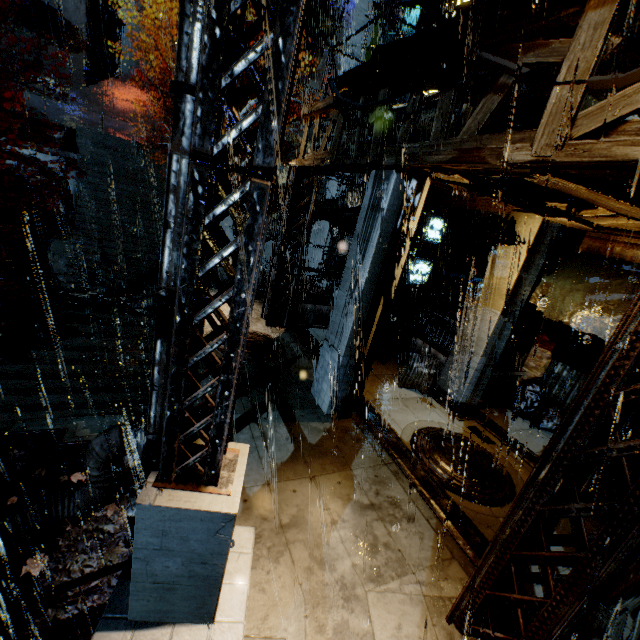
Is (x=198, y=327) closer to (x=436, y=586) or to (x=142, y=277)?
(x=436, y=586)

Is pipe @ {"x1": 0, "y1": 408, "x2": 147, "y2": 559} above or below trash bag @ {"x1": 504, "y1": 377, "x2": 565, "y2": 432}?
below

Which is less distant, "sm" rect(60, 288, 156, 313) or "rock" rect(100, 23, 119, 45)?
"sm" rect(60, 288, 156, 313)

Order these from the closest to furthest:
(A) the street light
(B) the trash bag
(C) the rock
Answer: (A) the street light → (B) the trash bag → (C) the rock

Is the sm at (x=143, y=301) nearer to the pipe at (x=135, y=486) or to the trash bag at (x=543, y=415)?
the pipe at (x=135, y=486)

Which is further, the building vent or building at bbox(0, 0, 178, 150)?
building at bbox(0, 0, 178, 150)

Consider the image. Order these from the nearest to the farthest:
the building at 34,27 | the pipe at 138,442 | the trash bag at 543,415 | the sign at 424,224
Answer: the pipe at 138,442 → the trash bag at 543,415 → the sign at 424,224 → the building at 34,27

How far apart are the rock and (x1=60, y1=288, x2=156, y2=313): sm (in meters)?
28.95
